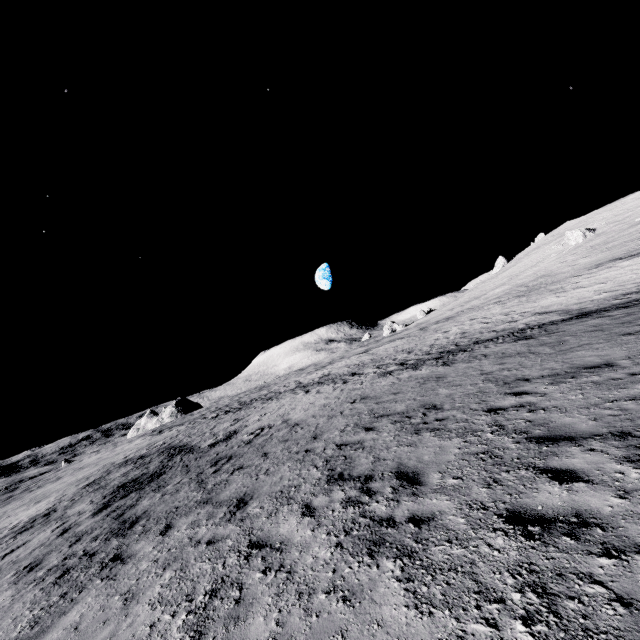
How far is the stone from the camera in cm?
4738

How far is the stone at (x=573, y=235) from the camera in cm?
4738

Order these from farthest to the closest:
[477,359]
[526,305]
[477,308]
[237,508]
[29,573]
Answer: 1. [477,308]
2. [526,305]
3. [477,359]
4. [29,573]
5. [237,508]
